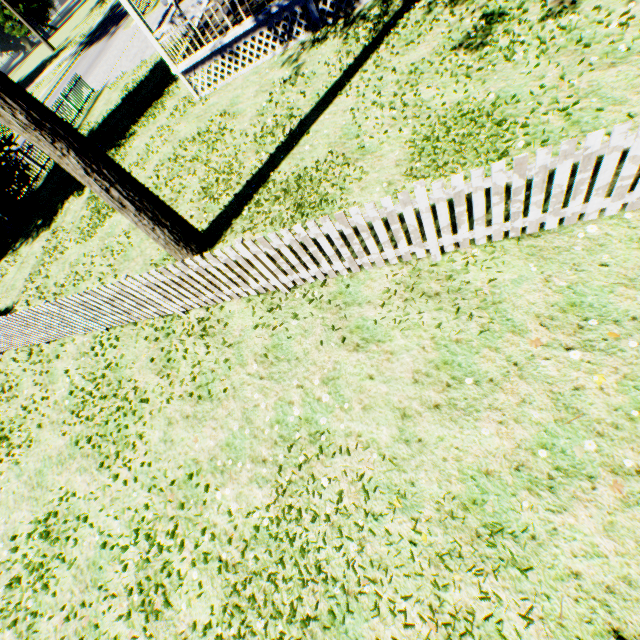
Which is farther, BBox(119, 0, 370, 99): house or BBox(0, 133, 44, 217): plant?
BBox(0, 133, 44, 217): plant

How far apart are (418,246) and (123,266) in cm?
803

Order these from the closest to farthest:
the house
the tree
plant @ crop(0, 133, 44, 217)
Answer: the tree → the house → plant @ crop(0, 133, 44, 217)

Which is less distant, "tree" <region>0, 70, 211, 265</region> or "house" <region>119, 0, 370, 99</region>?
"tree" <region>0, 70, 211, 265</region>

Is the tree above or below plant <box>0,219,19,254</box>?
above

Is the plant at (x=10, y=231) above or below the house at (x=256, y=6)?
below

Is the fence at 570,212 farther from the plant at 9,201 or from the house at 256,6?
the house at 256,6

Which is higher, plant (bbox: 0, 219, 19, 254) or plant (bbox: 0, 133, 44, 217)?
plant (bbox: 0, 133, 44, 217)
